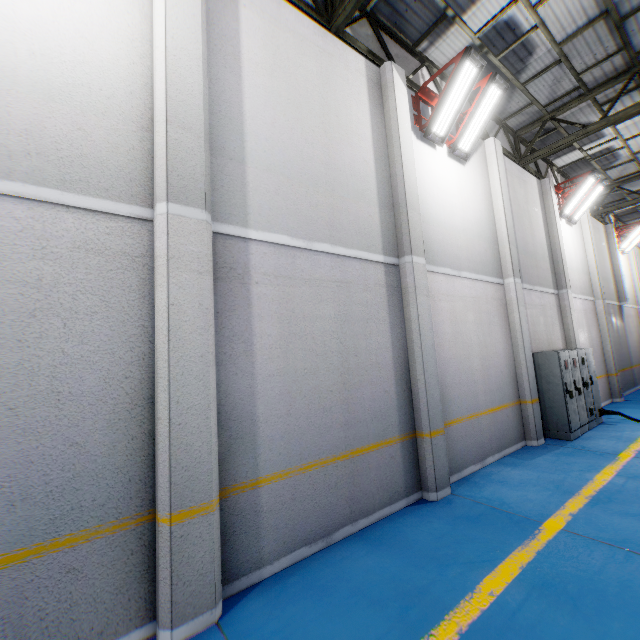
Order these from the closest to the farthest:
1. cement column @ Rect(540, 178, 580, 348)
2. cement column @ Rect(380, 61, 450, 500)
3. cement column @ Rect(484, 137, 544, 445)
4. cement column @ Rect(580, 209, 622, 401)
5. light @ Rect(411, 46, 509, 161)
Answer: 1. cement column @ Rect(380, 61, 450, 500)
2. light @ Rect(411, 46, 509, 161)
3. cement column @ Rect(484, 137, 544, 445)
4. cement column @ Rect(540, 178, 580, 348)
5. cement column @ Rect(580, 209, 622, 401)

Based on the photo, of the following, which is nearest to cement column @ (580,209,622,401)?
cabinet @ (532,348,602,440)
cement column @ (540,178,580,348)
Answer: cement column @ (540,178,580,348)

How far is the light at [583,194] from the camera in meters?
10.9

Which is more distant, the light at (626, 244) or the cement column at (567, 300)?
the light at (626, 244)

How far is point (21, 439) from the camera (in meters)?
2.60

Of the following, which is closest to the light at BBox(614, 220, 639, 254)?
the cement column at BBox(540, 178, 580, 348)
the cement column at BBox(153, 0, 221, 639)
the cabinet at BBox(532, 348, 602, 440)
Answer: the cement column at BBox(540, 178, 580, 348)

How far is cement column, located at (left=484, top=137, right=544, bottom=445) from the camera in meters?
7.8

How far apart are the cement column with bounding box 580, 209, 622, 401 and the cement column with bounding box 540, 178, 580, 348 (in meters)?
3.36
